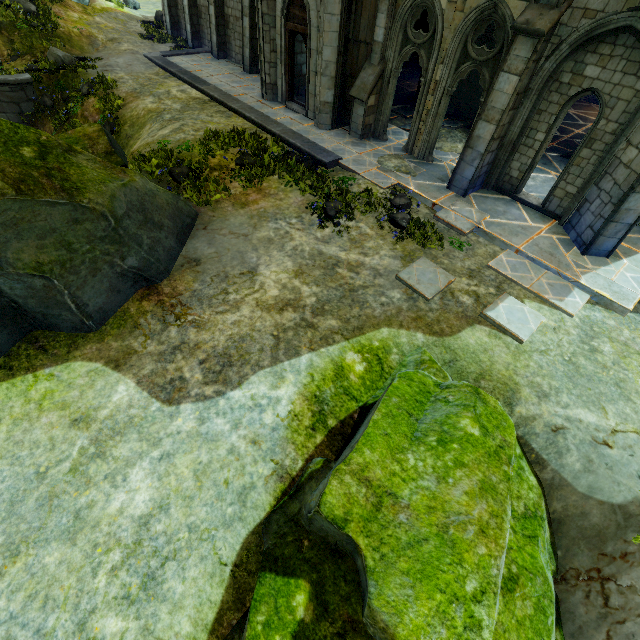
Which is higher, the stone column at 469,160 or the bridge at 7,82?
the stone column at 469,160

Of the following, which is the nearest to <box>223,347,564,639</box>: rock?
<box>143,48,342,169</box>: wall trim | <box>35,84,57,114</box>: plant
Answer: <box>143,48,342,169</box>: wall trim

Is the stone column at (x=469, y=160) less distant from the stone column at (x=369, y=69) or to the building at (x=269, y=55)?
the stone column at (x=369, y=69)

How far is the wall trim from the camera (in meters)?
11.23

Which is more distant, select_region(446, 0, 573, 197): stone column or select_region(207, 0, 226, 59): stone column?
select_region(207, 0, 226, 59): stone column

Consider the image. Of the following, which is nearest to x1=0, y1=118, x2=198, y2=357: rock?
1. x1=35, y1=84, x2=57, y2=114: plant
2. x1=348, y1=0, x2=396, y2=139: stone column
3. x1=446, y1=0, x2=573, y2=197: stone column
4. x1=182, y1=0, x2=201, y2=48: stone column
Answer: x1=35, y1=84, x2=57, y2=114: plant

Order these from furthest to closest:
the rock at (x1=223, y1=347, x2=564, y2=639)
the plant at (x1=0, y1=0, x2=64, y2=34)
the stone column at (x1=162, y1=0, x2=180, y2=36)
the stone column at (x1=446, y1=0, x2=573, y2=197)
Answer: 1. the stone column at (x1=162, y1=0, x2=180, y2=36)
2. the plant at (x1=0, y1=0, x2=64, y2=34)
3. the stone column at (x1=446, y1=0, x2=573, y2=197)
4. the rock at (x1=223, y1=347, x2=564, y2=639)

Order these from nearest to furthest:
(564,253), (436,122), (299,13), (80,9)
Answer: (564,253)
(436,122)
(299,13)
(80,9)
